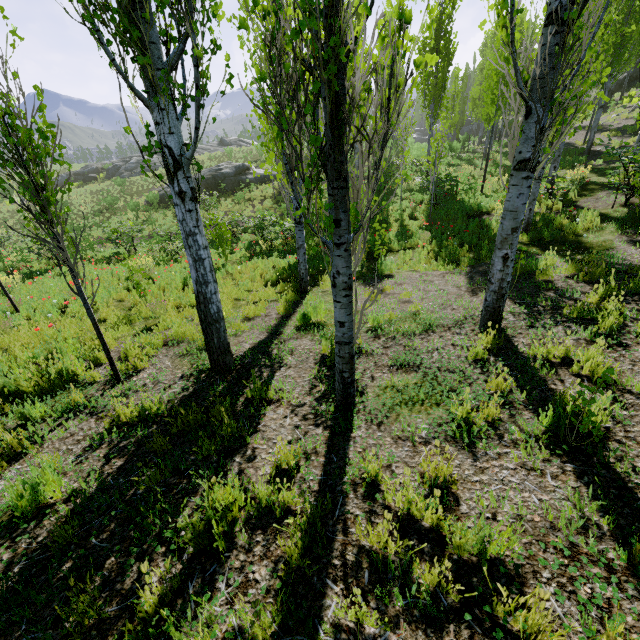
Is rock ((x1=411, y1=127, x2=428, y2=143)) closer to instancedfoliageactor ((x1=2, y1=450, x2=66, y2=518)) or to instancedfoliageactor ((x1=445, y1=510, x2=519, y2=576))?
instancedfoliageactor ((x1=445, y1=510, x2=519, y2=576))

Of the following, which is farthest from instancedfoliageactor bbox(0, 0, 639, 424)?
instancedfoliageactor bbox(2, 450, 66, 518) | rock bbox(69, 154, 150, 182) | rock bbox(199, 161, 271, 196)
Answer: rock bbox(199, 161, 271, 196)

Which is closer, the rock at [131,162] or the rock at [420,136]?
the rock at [131,162]

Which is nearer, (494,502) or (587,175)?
(494,502)

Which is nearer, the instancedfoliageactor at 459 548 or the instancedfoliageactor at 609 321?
the instancedfoliageactor at 459 548

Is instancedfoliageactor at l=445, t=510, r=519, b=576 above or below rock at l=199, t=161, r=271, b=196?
below

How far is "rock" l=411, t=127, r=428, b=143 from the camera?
53.84m

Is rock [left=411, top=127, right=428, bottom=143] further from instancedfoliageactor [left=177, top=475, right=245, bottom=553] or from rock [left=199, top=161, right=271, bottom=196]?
rock [left=199, top=161, right=271, bottom=196]
